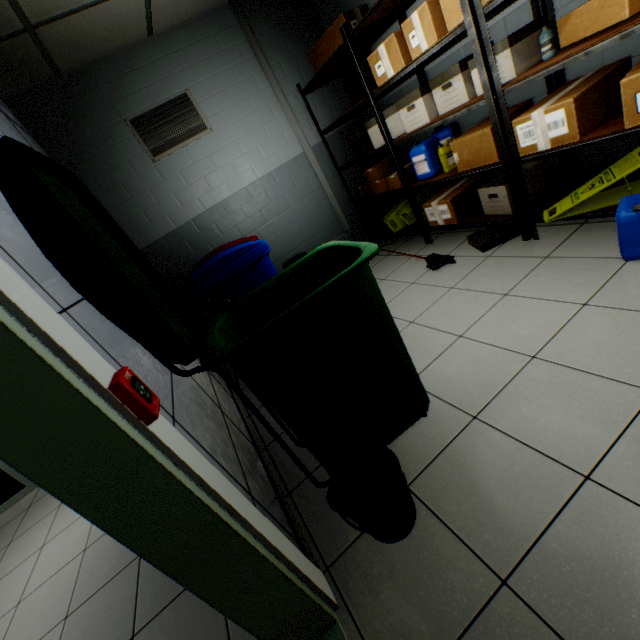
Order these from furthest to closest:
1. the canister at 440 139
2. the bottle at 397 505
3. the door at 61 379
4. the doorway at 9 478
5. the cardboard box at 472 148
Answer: the doorway at 9 478
the canister at 440 139
the cardboard box at 472 148
the bottle at 397 505
the door at 61 379

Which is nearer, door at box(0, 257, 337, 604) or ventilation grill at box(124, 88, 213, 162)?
door at box(0, 257, 337, 604)

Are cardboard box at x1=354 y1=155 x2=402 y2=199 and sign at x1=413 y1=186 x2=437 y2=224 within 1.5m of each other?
yes

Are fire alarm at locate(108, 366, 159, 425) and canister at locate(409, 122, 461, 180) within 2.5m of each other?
no

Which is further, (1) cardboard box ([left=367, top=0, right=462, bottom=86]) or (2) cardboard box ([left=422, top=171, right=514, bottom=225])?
(2) cardboard box ([left=422, top=171, right=514, bottom=225])

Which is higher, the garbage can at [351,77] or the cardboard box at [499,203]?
the garbage can at [351,77]

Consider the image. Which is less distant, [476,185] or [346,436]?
[346,436]

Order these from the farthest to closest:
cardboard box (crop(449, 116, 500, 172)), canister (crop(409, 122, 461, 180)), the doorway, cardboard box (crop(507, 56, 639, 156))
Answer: the doorway < canister (crop(409, 122, 461, 180)) < cardboard box (crop(449, 116, 500, 172)) < cardboard box (crop(507, 56, 639, 156))
